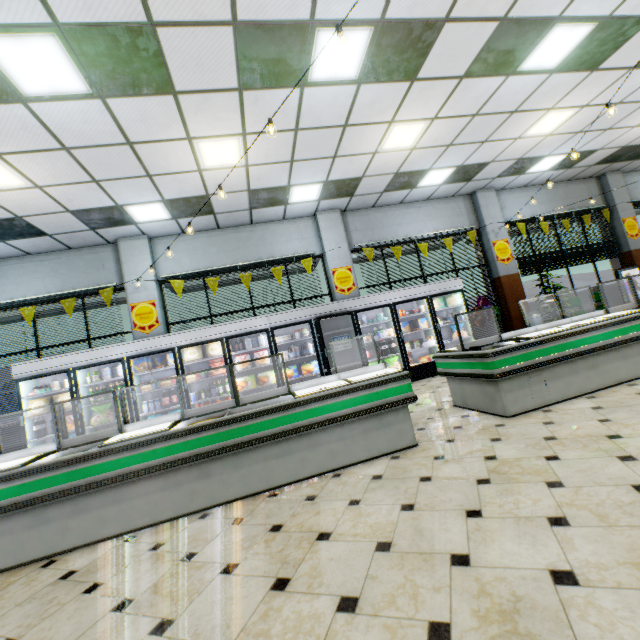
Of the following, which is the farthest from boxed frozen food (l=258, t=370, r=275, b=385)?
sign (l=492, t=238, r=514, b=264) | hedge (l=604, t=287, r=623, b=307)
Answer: hedge (l=604, t=287, r=623, b=307)

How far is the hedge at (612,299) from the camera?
10.8 meters

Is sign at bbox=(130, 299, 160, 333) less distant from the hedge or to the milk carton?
the milk carton

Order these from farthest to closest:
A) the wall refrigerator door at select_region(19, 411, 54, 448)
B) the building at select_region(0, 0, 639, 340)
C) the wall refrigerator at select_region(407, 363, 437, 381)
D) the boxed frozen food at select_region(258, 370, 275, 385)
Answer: the wall refrigerator at select_region(407, 363, 437, 381) < the boxed frozen food at select_region(258, 370, 275, 385) < the wall refrigerator door at select_region(19, 411, 54, 448) < the building at select_region(0, 0, 639, 340)

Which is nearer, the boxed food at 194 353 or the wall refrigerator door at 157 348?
the wall refrigerator door at 157 348

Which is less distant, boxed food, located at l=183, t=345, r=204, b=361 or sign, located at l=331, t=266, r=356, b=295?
boxed food, located at l=183, t=345, r=204, b=361

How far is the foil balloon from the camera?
8.46m

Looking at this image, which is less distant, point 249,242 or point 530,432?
point 530,432
